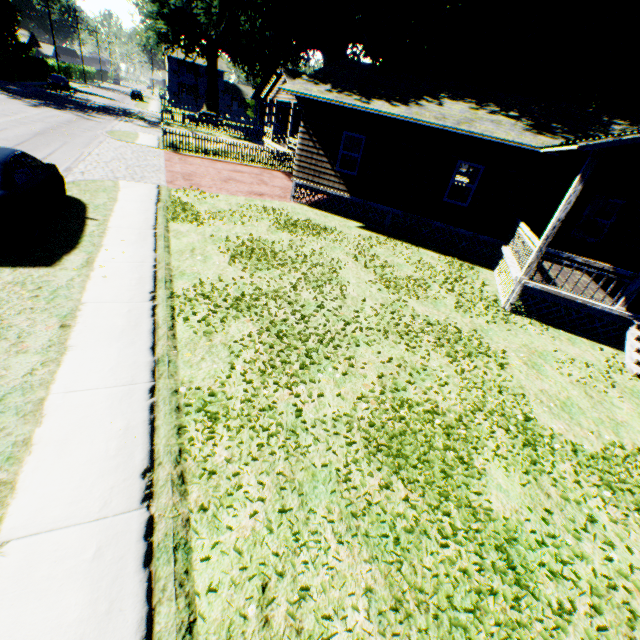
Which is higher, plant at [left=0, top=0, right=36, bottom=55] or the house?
plant at [left=0, top=0, right=36, bottom=55]

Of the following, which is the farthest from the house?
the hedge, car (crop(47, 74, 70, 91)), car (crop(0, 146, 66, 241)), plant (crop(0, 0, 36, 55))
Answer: the hedge

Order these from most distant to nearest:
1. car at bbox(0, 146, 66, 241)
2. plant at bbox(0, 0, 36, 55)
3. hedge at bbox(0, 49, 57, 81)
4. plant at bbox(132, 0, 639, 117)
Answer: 1. plant at bbox(0, 0, 36, 55)
2. hedge at bbox(0, 49, 57, 81)
3. plant at bbox(132, 0, 639, 117)
4. car at bbox(0, 146, 66, 241)

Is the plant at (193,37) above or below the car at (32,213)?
above

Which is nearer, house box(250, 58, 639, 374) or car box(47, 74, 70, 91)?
house box(250, 58, 639, 374)

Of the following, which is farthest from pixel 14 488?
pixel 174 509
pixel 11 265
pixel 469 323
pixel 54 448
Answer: pixel 469 323

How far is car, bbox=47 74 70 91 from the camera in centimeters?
4094cm

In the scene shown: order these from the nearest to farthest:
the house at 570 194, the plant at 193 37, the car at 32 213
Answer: the car at 32 213 < the house at 570 194 < the plant at 193 37
